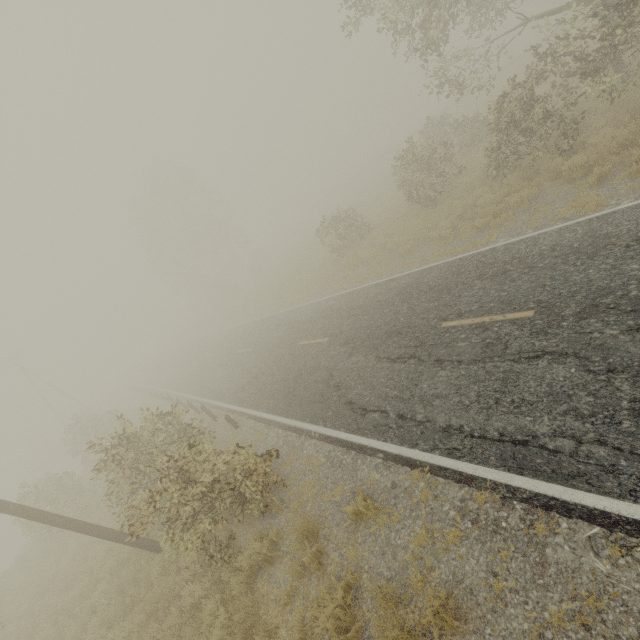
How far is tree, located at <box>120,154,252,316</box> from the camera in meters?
40.7 m

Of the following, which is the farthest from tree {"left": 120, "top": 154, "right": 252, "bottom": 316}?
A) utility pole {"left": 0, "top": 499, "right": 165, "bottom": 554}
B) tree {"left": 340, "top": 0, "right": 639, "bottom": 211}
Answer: utility pole {"left": 0, "top": 499, "right": 165, "bottom": 554}

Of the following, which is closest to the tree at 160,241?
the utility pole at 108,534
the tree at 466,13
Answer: the tree at 466,13

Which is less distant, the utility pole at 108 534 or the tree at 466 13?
the utility pole at 108 534

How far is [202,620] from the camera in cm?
654

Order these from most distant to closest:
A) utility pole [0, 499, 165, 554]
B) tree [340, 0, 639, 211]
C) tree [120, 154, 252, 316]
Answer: tree [120, 154, 252, 316], tree [340, 0, 639, 211], utility pole [0, 499, 165, 554]
